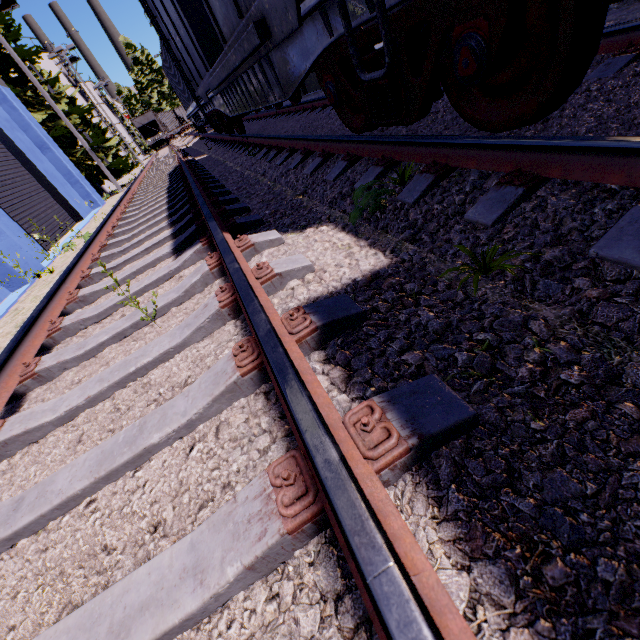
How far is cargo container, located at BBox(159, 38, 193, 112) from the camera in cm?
1457

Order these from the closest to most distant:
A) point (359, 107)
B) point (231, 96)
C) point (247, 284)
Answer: point (247, 284)
point (359, 107)
point (231, 96)

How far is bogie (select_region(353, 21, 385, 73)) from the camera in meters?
2.4 m

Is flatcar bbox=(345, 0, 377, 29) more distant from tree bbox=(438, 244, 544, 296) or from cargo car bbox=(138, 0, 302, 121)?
tree bbox=(438, 244, 544, 296)

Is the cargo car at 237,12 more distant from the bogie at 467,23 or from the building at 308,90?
the building at 308,90

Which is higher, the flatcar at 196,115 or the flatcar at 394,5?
the flatcar at 196,115

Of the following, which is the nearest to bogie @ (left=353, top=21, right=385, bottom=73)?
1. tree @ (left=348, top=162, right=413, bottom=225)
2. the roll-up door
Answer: tree @ (left=348, top=162, right=413, bottom=225)

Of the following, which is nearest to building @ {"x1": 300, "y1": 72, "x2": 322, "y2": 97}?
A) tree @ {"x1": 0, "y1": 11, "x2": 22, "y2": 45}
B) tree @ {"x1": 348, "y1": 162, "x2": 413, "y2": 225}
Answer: tree @ {"x1": 0, "y1": 11, "x2": 22, "y2": 45}
